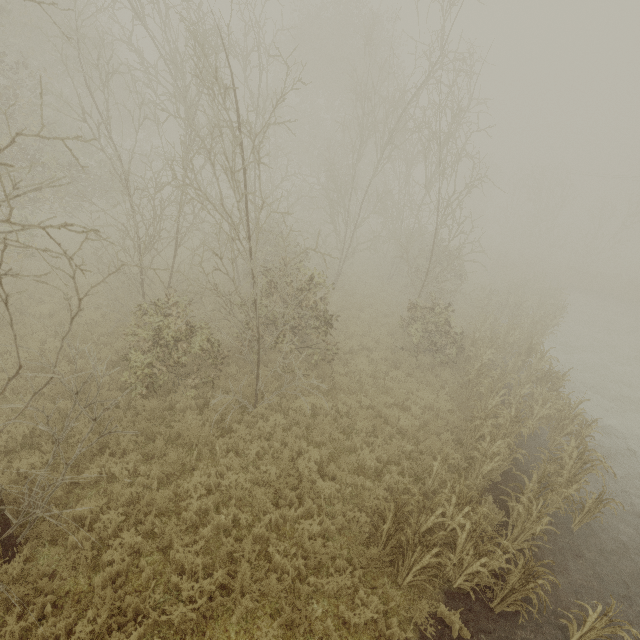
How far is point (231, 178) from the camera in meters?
6.1 m
